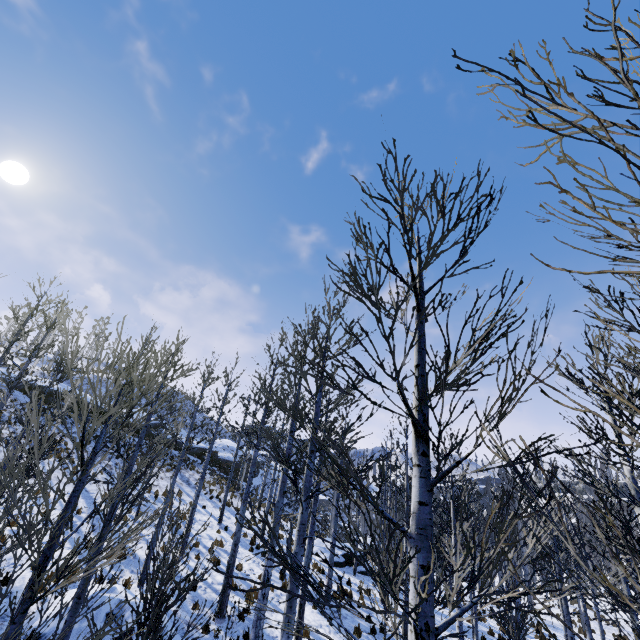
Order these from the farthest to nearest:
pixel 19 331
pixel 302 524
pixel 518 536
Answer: Result: pixel 518 536 < pixel 19 331 < pixel 302 524

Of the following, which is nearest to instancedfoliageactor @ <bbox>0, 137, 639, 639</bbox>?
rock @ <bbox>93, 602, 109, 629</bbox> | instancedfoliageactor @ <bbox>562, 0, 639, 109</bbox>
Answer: instancedfoliageactor @ <bbox>562, 0, 639, 109</bbox>

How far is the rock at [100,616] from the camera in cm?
816

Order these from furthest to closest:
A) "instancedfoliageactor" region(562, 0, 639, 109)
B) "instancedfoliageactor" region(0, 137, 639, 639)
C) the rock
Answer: the rock, "instancedfoliageactor" region(0, 137, 639, 639), "instancedfoliageactor" region(562, 0, 639, 109)

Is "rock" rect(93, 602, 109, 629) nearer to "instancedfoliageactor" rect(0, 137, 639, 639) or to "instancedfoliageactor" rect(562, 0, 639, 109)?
"instancedfoliageactor" rect(562, 0, 639, 109)

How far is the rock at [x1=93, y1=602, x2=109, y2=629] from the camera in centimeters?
816cm

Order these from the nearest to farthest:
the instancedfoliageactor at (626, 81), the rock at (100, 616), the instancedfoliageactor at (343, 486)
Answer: the instancedfoliageactor at (626, 81), the instancedfoliageactor at (343, 486), the rock at (100, 616)
